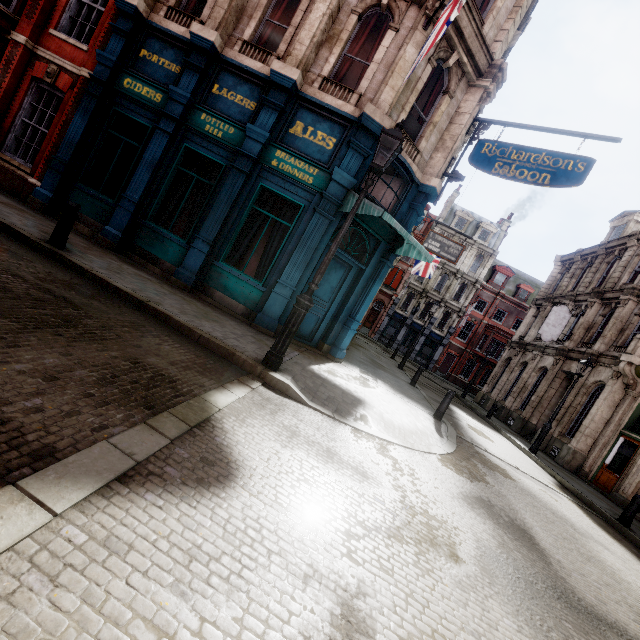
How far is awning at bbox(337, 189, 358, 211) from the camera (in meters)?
8.02

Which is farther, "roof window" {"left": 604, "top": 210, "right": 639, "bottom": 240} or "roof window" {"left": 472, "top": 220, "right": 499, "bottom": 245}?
"roof window" {"left": 472, "top": 220, "right": 499, "bottom": 245}

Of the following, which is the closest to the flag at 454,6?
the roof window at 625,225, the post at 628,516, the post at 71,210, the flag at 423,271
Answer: the post at 71,210

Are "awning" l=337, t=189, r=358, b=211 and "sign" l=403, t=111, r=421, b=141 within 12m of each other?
yes

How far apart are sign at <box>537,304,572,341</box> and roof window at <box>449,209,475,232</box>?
22.58m

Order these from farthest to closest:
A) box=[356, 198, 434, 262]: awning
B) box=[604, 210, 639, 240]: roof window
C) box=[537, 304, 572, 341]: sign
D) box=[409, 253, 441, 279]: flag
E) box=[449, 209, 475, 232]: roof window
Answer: box=[449, 209, 475, 232]: roof window, box=[409, 253, 441, 279]: flag, box=[604, 210, 639, 240]: roof window, box=[537, 304, 572, 341]: sign, box=[356, 198, 434, 262]: awning

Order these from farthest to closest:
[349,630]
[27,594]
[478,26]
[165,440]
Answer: [478,26], [165,440], [349,630], [27,594]

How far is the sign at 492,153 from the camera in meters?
8.2 m
